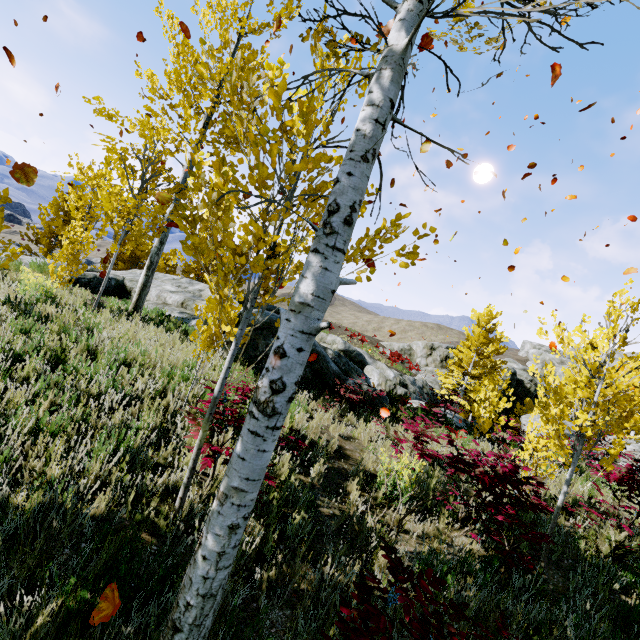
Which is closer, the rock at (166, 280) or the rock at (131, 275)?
the rock at (166, 280)

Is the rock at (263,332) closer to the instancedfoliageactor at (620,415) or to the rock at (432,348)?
the instancedfoliageactor at (620,415)

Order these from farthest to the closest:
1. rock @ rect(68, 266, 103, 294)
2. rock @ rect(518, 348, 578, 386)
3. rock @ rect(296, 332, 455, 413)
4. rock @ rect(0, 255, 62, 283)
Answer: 1. rock @ rect(518, 348, 578, 386)
2. rock @ rect(68, 266, 103, 294)
3. rock @ rect(296, 332, 455, 413)
4. rock @ rect(0, 255, 62, 283)

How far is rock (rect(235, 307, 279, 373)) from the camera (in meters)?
8.73

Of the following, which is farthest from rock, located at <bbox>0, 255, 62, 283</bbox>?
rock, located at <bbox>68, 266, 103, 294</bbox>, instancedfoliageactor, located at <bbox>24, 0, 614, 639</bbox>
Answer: rock, located at <bbox>68, 266, 103, 294</bbox>

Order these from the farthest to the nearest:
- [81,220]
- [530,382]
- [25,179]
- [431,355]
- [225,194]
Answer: [530,382], [431,355], [81,220], [25,179], [225,194]

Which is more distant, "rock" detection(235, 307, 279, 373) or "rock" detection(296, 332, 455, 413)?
→ "rock" detection(296, 332, 455, 413)
